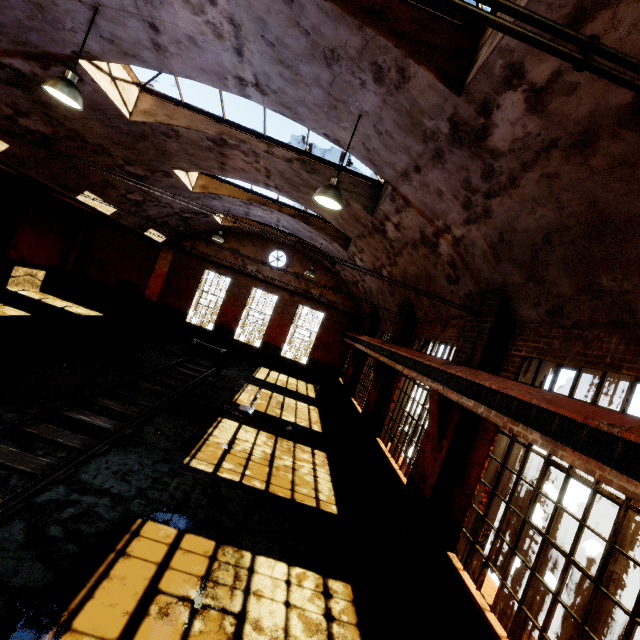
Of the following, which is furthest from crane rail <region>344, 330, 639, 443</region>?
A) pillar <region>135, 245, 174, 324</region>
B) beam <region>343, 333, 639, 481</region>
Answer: pillar <region>135, 245, 174, 324</region>

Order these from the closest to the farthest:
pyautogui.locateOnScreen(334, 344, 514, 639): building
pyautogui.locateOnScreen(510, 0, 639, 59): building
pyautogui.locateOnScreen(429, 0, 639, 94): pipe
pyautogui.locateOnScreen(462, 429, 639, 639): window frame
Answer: pyautogui.locateOnScreen(429, 0, 639, 94): pipe
pyautogui.locateOnScreen(510, 0, 639, 59): building
pyautogui.locateOnScreen(462, 429, 639, 639): window frame
pyautogui.locateOnScreen(334, 344, 514, 639): building

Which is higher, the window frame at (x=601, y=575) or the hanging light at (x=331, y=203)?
the hanging light at (x=331, y=203)

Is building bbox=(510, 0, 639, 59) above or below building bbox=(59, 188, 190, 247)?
above

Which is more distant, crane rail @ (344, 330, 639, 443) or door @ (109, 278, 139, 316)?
door @ (109, 278, 139, 316)

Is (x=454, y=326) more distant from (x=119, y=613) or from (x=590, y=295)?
(x=119, y=613)

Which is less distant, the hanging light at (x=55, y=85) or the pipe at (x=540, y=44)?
the pipe at (x=540, y=44)

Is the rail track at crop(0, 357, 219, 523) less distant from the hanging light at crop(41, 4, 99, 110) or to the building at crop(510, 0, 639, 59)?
the building at crop(510, 0, 639, 59)
